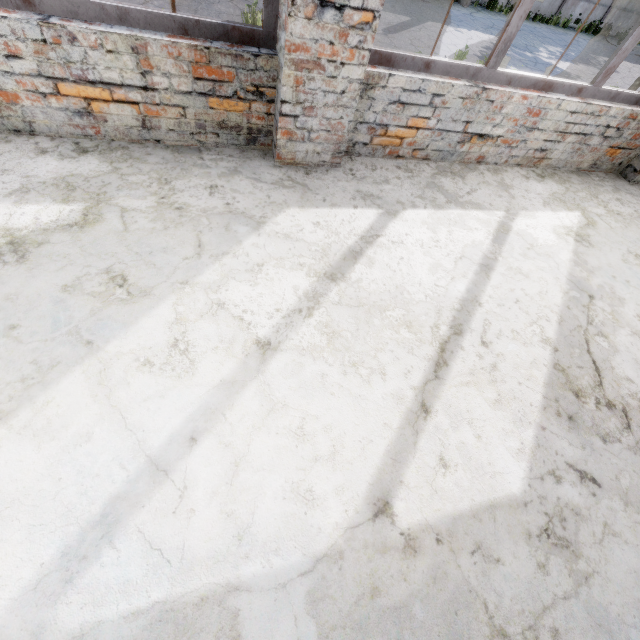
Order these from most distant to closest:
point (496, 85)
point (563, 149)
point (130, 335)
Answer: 1. point (563, 149)
2. point (496, 85)
3. point (130, 335)
